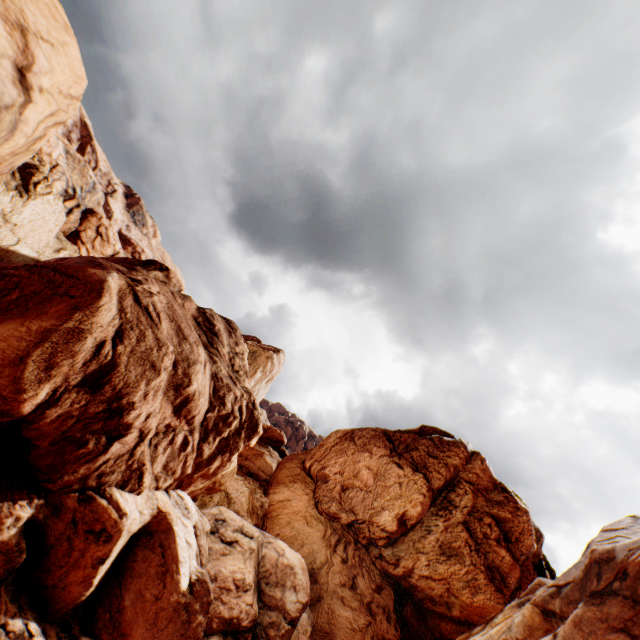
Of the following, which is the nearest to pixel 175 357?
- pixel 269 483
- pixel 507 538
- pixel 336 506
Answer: pixel 336 506
